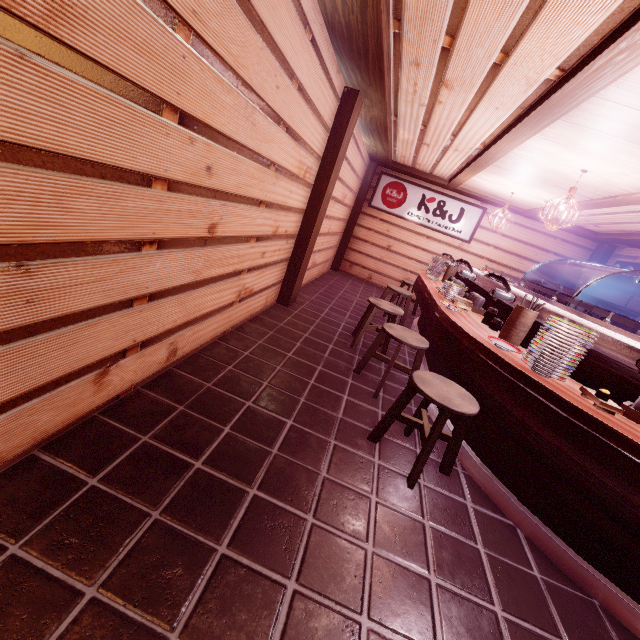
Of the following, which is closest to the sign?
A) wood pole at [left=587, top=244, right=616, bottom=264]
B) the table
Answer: the table

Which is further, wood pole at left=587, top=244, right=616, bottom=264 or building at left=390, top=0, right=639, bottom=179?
wood pole at left=587, top=244, right=616, bottom=264

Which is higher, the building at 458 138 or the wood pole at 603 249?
the building at 458 138

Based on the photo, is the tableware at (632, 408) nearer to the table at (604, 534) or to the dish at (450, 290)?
the table at (604, 534)

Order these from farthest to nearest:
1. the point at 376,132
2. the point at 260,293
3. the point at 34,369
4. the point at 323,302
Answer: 1. the point at 323,302
2. the point at 376,132
3. the point at 260,293
4. the point at 34,369

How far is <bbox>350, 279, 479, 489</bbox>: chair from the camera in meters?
3.9

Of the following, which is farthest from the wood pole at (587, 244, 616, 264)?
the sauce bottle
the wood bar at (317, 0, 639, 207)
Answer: the sauce bottle

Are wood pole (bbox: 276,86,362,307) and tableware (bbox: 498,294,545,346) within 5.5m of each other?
yes
